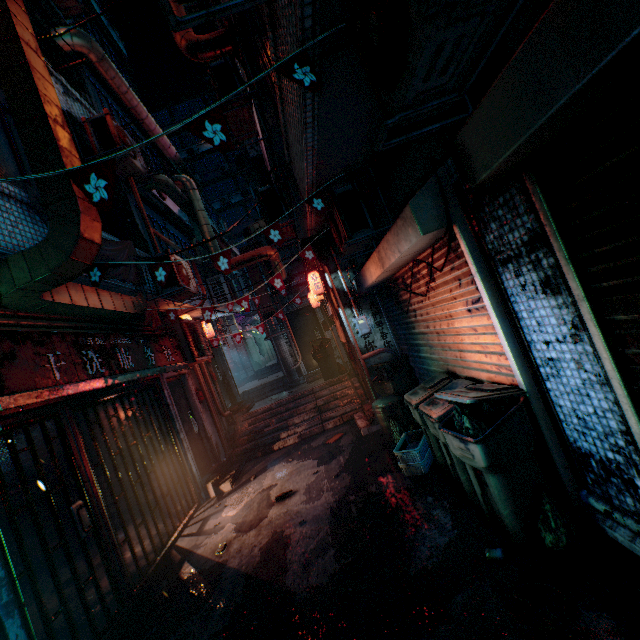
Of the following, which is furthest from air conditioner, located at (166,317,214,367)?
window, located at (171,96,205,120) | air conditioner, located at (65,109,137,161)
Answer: window, located at (171,96,205,120)

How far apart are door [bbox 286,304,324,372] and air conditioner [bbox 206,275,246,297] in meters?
1.4

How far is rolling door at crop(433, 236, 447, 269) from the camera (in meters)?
3.01

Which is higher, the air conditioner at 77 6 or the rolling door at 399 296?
the air conditioner at 77 6

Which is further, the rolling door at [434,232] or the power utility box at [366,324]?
the power utility box at [366,324]

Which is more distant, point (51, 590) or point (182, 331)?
point (182, 331)

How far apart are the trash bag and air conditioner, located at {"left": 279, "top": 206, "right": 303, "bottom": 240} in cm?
347

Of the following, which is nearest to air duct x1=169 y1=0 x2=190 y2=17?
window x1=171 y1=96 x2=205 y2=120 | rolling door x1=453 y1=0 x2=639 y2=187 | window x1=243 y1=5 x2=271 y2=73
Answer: window x1=243 y1=5 x2=271 y2=73
